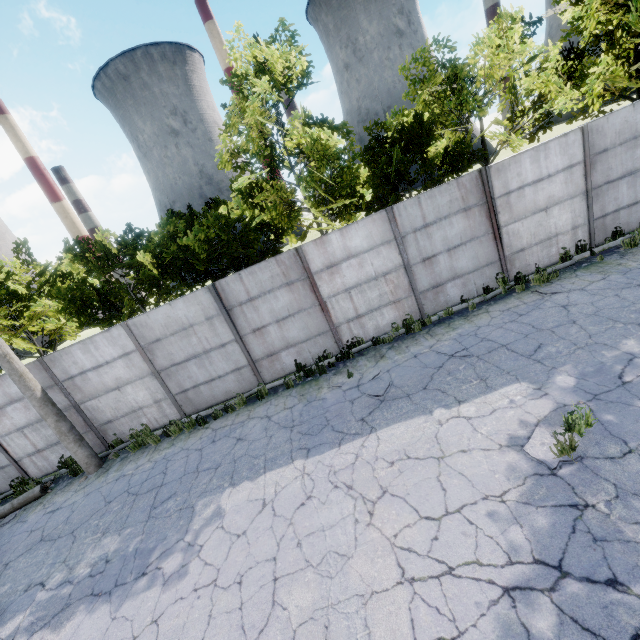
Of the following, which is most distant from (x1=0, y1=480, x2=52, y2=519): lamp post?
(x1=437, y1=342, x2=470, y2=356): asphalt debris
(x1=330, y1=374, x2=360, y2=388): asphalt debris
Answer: (x1=437, y1=342, x2=470, y2=356): asphalt debris

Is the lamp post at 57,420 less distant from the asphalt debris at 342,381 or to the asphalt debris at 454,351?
the asphalt debris at 342,381

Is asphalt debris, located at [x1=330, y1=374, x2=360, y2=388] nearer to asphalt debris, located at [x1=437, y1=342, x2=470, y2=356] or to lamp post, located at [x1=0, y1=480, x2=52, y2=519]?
asphalt debris, located at [x1=437, y1=342, x2=470, y2=356]

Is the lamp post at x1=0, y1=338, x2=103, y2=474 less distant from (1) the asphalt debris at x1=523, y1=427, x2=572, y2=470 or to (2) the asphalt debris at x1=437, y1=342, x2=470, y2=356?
(2) the asphalt debris at x1=437, y1=342, x2=470, y2=356

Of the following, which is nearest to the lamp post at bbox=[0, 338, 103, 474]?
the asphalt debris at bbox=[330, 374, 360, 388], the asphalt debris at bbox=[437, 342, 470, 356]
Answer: the asphalt debris at bbox=[330, 374, 360, 388]

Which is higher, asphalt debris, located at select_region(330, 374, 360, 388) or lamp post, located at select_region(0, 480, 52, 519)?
lamp post, located at select_region(0, 480, 52, 519)

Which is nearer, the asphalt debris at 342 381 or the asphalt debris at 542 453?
the asphalt debris at 542 453

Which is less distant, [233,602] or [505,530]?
[505,530]
